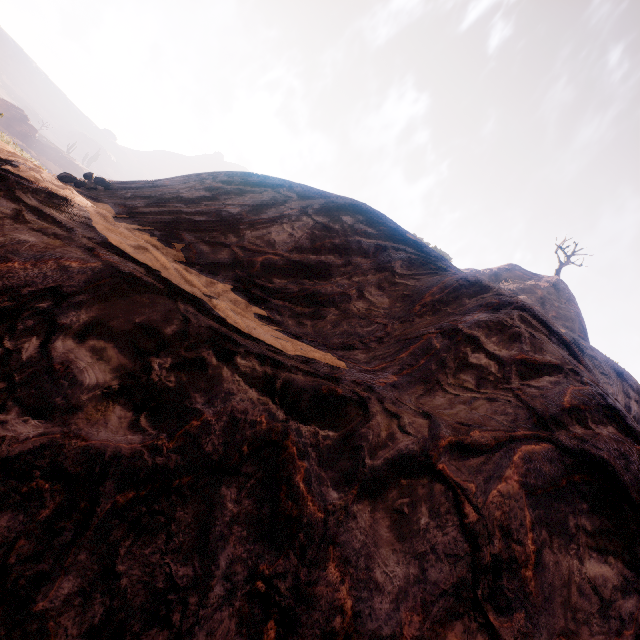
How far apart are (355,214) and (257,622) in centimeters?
498cm
